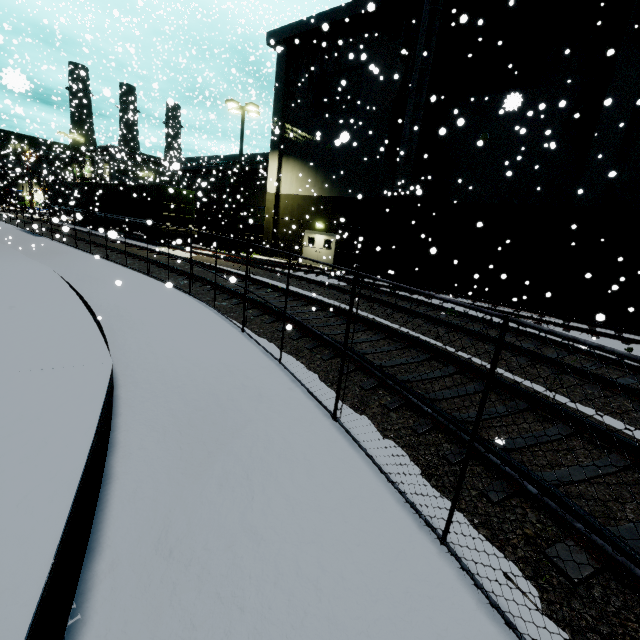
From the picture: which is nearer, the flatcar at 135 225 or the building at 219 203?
the flatcar at 135 225

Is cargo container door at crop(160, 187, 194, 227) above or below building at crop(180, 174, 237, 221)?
below

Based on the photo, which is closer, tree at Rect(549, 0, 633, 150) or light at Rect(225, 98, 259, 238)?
tree at Rect(549, 0, 633, 150)

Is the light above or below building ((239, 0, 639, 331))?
above

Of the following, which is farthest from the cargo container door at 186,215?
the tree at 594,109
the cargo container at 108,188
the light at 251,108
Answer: the light at 251,108

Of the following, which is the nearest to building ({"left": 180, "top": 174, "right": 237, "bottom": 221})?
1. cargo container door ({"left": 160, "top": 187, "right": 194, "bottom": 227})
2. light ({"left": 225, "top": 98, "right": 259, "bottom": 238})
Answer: cargo container door ({"left": 160, "top": 187, "right": 194, "bottom": 227})

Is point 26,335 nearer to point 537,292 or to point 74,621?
point 74,621

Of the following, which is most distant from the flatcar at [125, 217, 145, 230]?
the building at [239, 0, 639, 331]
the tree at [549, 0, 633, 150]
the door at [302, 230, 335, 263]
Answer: the tree at [549, 0, 633, 150]
